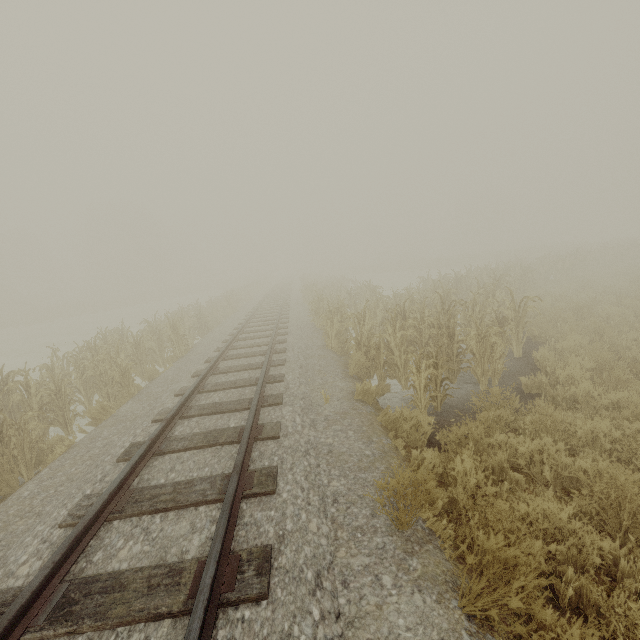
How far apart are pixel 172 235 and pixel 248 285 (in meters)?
29.85
